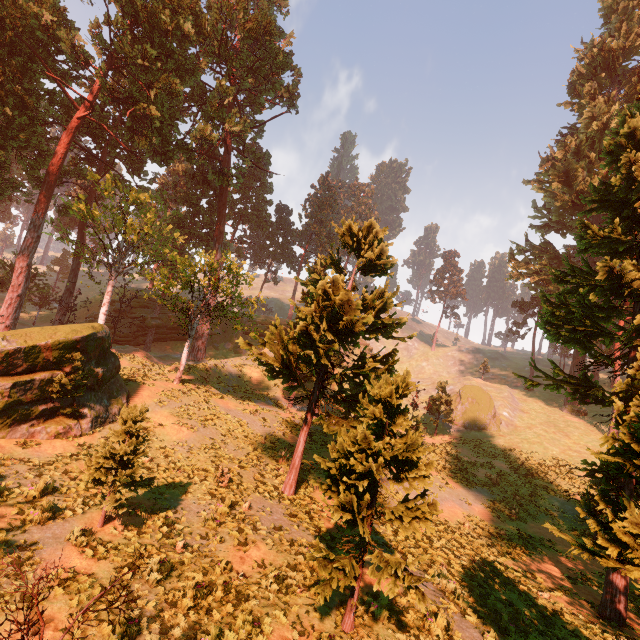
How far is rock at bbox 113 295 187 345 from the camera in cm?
4241

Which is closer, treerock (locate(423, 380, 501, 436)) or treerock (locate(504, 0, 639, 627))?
treerock (locate(504, 0, 639, 627))

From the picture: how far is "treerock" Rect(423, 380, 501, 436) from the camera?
35.1m

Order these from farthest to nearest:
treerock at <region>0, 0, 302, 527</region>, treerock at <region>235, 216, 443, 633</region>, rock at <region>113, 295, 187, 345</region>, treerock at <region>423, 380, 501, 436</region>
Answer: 1. rock at <region>113, 295, 187, 345</region>
2. treerock at <region>423, 380, 501, 436</region>
3. treerock at <region>0, 0, 302, 527</region>
4. treerock at <region>235, 216, 443, 633</region>

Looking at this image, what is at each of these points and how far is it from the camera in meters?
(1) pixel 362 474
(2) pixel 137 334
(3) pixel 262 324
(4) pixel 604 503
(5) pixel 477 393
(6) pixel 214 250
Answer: (1) treerock, 8.2 m
(2) rock, 43.1 m
(3) rock, 51.2 m
(4) treerock, 5.8 m
(5) treerock, 39.2 m
(6) treerock, 24.0 m

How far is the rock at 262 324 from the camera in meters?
47.4 m

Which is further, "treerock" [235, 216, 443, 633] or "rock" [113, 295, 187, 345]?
"rock" [113, 295, 187, 345]

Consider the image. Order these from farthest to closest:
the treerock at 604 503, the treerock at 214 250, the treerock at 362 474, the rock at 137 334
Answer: the rock at 137 334, the treerock at 214 250, the treerock at 362 474, the treerock at 604 503
